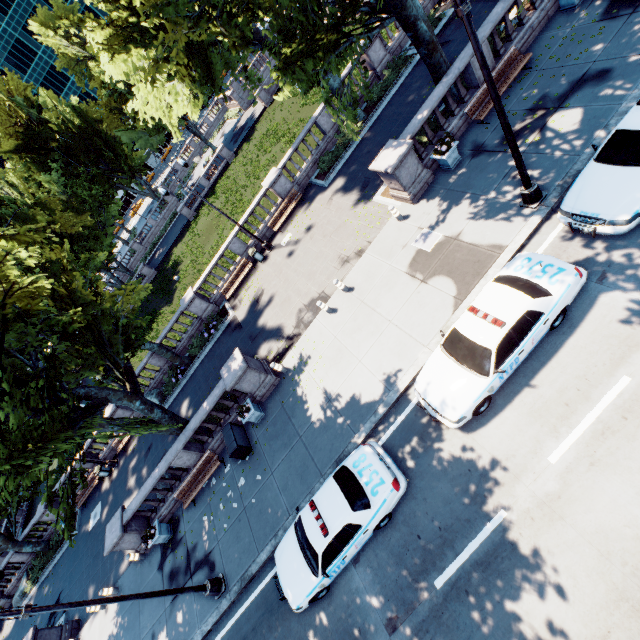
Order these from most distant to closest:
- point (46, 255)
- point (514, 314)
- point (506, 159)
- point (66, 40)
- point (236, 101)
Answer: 1. point (236, 101)
2. point (66, 40)
3. point (46, 255)
4. point (506, 159)
5. point (514, 314)

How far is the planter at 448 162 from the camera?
12.59m

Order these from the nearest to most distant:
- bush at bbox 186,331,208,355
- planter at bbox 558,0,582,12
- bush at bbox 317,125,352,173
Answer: planter at bbox 558,0,582,12, bush at bbox 317,125,352,173, bush at bbox 186,331,208,355

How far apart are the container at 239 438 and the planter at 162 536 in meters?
5.6

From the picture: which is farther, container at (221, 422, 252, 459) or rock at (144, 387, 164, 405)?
rock at (144, 387, 164, 405)

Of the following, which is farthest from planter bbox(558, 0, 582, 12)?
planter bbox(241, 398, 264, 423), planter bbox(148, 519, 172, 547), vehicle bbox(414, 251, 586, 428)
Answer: planter bbox(148, 519, 172, 547)

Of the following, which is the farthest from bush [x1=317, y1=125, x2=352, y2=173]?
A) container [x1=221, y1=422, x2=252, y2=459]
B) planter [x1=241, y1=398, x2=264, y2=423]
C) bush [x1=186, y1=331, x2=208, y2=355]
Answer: container [x1=221, y1=422, x2=252, y2=459]

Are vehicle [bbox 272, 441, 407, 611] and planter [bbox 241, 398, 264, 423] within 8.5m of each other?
yes
